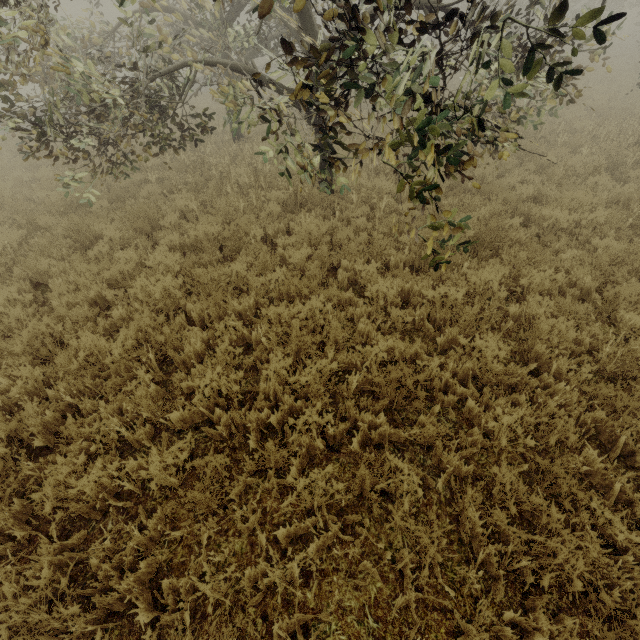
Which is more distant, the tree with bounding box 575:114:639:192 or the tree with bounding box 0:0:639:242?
the tree with bounding box 575:114:639:192

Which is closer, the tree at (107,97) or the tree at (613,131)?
the tree at (107,97)

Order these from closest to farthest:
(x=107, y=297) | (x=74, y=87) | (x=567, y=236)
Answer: (x=74, y=87) < (x=107, y=297) < (x=567, y=236)
